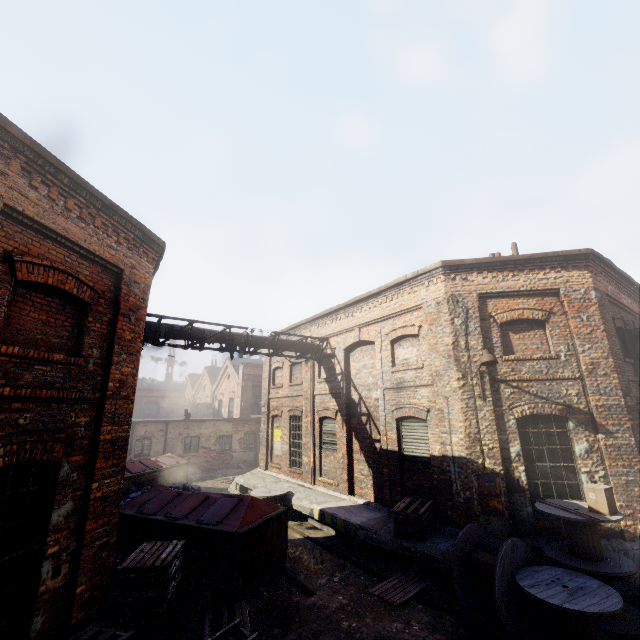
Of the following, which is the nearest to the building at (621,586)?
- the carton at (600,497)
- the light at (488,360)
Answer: the carton at (600,497)

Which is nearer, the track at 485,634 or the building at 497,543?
the track at 485,634

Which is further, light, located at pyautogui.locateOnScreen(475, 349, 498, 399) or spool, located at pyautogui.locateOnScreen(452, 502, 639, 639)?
light, located at pyautogui.locateOnScreen(475, 349, 498, 399)

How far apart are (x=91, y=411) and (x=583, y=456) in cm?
1136

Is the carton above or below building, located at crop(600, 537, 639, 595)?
above

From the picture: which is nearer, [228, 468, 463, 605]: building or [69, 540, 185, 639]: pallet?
[69, 540, 185, 639]: pallet

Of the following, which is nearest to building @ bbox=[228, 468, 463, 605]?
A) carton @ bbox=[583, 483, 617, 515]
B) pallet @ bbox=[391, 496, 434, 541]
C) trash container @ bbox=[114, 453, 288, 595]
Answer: pallet @ bbox=[391, 496, 434, 541]

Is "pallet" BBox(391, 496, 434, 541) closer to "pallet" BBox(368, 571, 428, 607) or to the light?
"pallet" BBox(368, 571, 428, 607)
